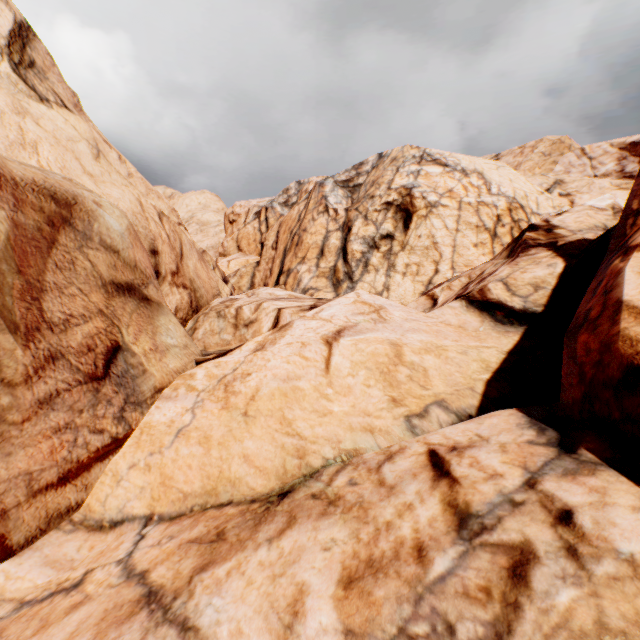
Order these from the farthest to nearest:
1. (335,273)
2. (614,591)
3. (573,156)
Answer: (573,156) → (335,273) → (614,591)
